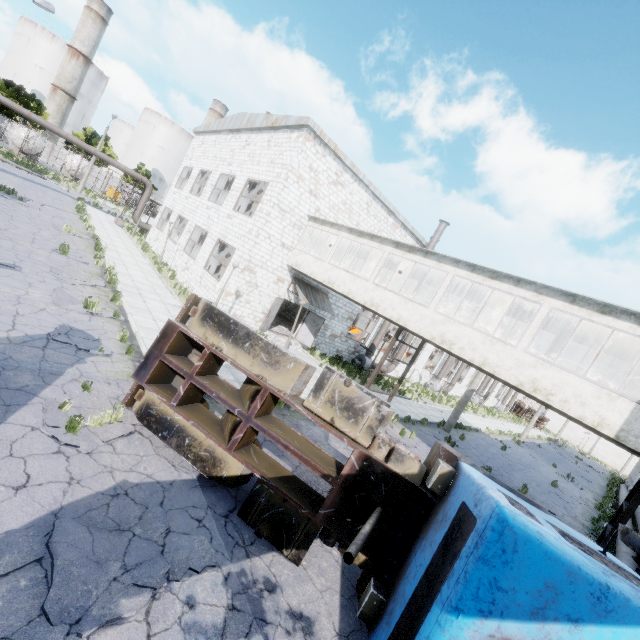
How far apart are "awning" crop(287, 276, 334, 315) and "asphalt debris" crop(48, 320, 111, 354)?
10.4 meters

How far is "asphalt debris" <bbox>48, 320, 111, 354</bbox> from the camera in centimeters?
816cm

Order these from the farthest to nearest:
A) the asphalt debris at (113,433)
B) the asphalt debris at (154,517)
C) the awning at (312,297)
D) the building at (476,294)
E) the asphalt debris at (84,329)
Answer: the awning at (312,297) < the building at (476,294) < the asphalt debris at (84,329) < the asphalt debris at (113,433) < the asphalt debris at (154,517)

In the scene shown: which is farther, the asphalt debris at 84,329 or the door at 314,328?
the door at 314,328

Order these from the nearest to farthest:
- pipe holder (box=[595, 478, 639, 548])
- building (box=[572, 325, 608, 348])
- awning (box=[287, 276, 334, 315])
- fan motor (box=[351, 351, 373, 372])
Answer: pipe holder (box=[595, 478, 639, 548])
building (box=[572, 325, 608, 348])
awning (box=[287, 276, 334, 315])
fan motor (box=[351, 351, 373, 372])

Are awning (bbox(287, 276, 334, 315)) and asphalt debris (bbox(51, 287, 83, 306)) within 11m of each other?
yes

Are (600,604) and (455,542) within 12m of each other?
yes

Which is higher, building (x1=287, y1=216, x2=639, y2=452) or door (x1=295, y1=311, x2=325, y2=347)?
building (x1=287, y1=216, x2=639, y2=452)
